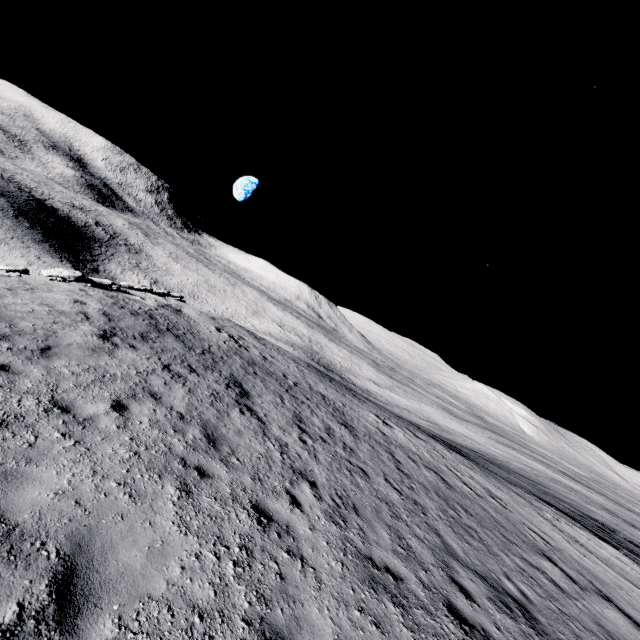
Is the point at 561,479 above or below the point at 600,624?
below
